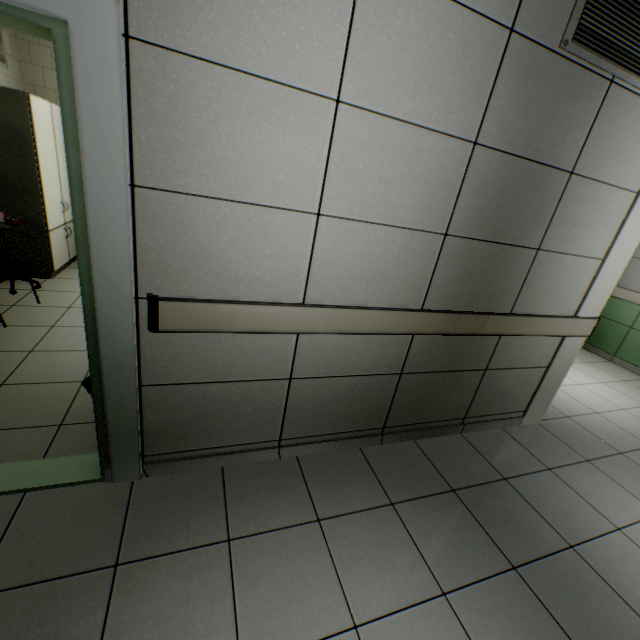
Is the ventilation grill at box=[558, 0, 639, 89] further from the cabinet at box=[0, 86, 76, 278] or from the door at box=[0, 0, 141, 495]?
the cabinet at box=[0, 86, 76, 278]

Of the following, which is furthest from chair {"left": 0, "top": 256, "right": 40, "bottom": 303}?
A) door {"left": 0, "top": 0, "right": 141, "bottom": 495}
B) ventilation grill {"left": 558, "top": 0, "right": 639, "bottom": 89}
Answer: ventilation grill {"left": 558, "top": 0, "right": 639, "bottom": 89}

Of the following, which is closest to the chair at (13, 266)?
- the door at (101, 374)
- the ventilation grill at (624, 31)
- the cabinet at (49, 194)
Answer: the cabinet at (49, 194)

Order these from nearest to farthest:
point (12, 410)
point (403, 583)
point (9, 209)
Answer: point (403, 583)
point (12, 410)
point (9, 209)

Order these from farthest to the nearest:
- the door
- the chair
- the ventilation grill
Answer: the chair < the ventilation grill < the door

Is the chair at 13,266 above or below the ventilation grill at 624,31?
below

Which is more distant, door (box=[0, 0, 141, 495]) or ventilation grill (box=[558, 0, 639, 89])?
ventilation grill (box=[558, 0, 639, 89])
